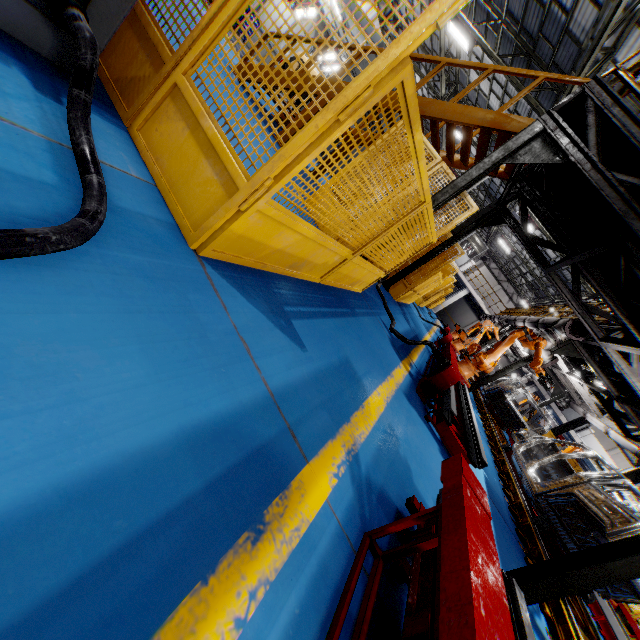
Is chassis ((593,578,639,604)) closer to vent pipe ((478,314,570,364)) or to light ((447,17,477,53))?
vent pipe ((478,314,570,364))

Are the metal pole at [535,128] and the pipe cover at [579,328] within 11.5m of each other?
yes

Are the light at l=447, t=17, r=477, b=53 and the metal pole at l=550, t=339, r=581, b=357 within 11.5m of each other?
no

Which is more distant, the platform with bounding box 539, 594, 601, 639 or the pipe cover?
the pipe cover

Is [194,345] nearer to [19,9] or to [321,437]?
[321,437]

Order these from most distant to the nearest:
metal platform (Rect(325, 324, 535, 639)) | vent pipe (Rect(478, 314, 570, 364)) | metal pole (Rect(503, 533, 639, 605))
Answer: vent pipe (Rect(478, 314, 570, 364))
metal pole (Rect(503, 533, 639, 605))
metal platform (Rect(325, 324, 535, 639))

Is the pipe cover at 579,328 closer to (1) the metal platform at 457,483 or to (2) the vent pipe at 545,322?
(2) the vent pipe at 545,322

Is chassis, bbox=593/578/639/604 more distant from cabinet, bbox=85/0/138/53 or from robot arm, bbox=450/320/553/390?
cabinet, bbox=85/0/138/53
